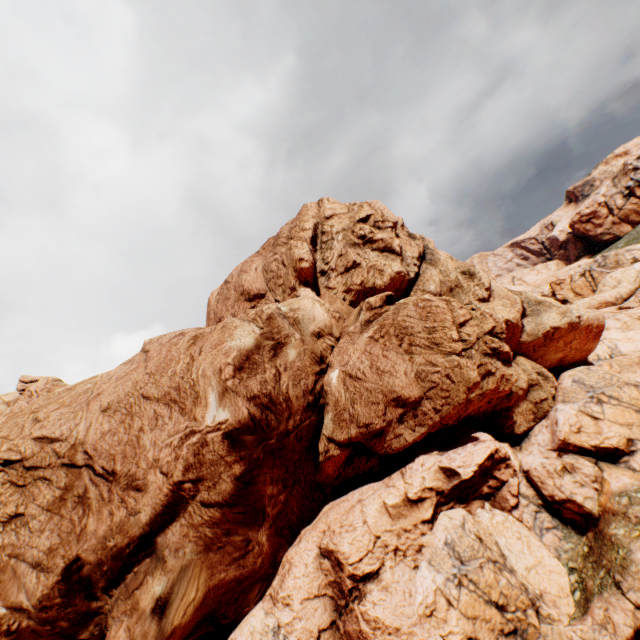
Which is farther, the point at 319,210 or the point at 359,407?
the point at 319,210
